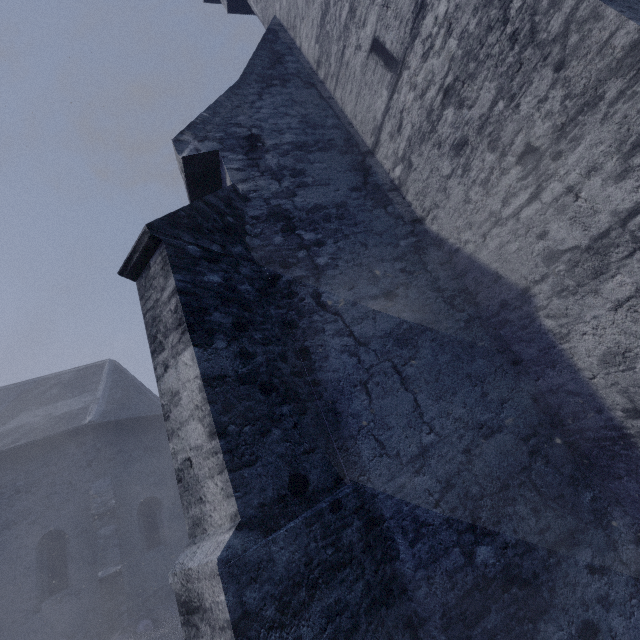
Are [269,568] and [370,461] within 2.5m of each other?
yes

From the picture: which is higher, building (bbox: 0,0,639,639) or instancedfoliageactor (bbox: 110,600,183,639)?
building (bbox: 0,0,639,639)

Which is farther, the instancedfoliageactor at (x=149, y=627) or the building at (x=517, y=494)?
the instancedfoliageactor at (x=149, y=627)

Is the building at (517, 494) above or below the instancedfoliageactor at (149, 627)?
above

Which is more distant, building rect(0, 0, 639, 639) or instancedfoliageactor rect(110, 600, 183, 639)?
instancedfoliageactor rect(110, 600, 183, 639)
